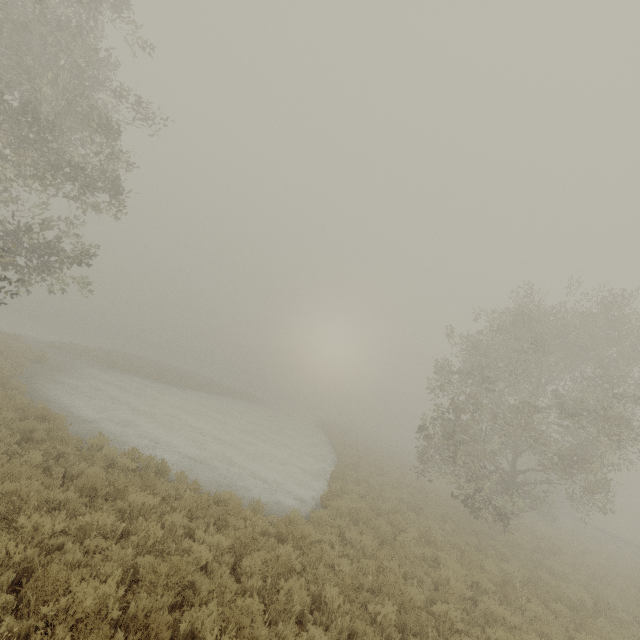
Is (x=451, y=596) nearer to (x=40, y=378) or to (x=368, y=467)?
(x=368, y=467)
